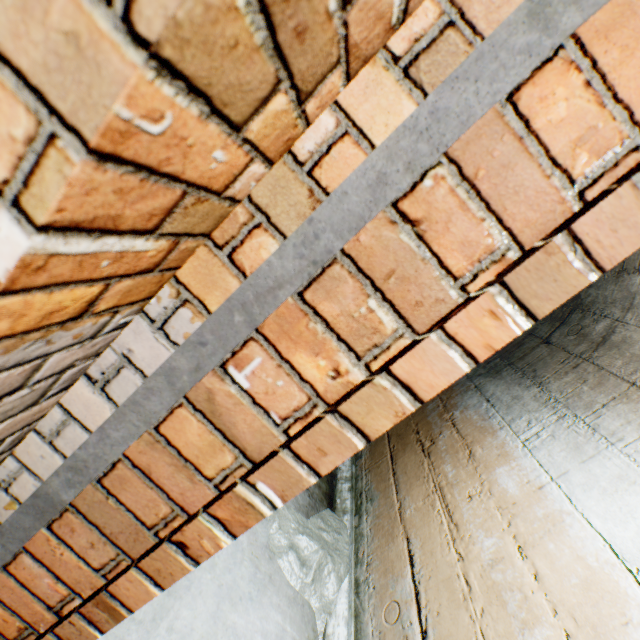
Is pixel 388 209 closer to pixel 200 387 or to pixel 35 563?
pixel 200 387
